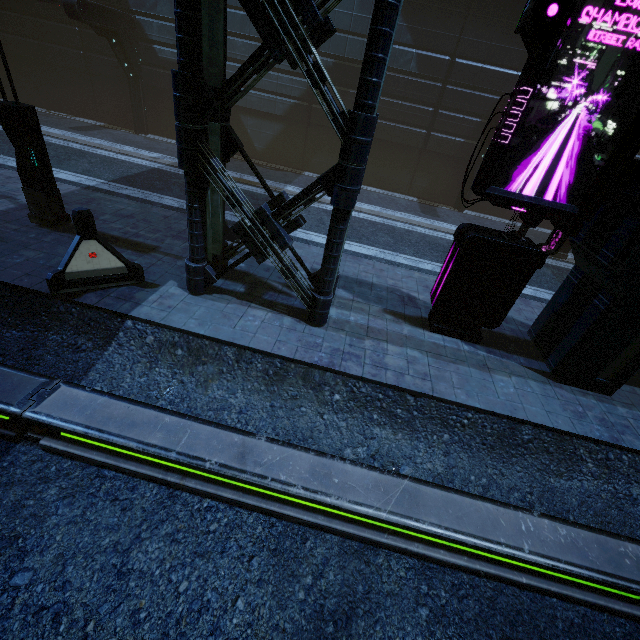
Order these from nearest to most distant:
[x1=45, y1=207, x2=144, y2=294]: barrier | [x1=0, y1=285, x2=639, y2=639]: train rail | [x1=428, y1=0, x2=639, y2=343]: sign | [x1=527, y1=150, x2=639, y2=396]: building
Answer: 1. [x1=0, y1=285, x2=639, y2=639]: train rail
2. [x1=428, y1=0, x2=639, y2=343]: sign
3. [x1=527, y1=150, x2=639, y2=396]: building
4. [x1=45, y1=207, x2=144, y2=294]: barrier

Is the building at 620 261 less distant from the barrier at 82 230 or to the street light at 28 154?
the barrier at 82 230

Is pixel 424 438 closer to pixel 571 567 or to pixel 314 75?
pixel 571 567

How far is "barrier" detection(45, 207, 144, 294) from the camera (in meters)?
5.85

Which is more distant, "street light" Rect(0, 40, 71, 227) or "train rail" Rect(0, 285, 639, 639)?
"street light" Rect(0, 40, 71, 227)

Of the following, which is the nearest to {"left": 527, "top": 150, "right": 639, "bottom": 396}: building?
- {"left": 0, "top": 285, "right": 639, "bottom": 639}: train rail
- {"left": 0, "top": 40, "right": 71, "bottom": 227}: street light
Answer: {"left": 0, "top": 285, "right": 639, "bottom": 639}: train rail

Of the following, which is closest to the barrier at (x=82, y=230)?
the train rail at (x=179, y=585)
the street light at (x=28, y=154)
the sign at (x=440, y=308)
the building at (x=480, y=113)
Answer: the train rail at (x=179, y=585)

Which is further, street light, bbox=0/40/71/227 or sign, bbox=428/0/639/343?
street light, bbox=0/40/71/227
